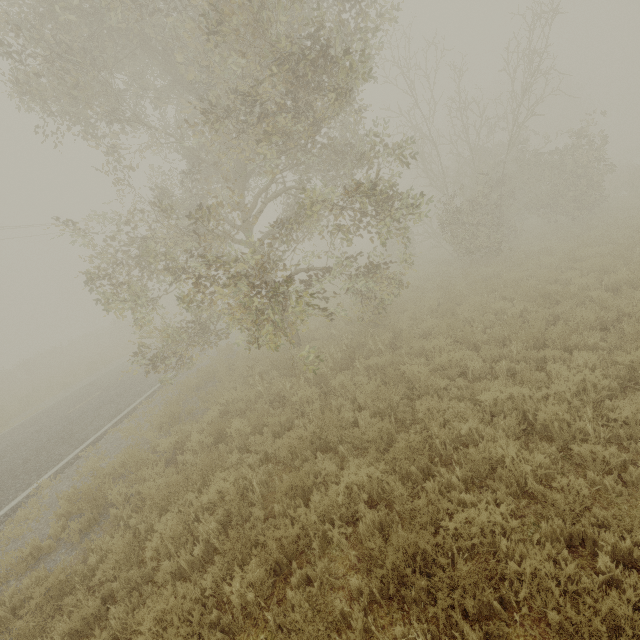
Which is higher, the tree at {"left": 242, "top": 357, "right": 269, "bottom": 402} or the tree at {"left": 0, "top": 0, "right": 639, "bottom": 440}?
the tree at {"left": 0, "top": 0, "right": 639, "bottom": 440}

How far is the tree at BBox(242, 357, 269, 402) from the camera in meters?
9.3

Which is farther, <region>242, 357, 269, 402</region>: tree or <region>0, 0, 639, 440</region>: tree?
<region>242, 357, 269, 402</region>: tree

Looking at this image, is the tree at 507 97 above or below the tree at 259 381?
above

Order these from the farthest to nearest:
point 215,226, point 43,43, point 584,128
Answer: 1. point 584,128
2. point 215,226
3. point 43,43

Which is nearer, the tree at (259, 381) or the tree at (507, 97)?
the tree at (507, 97)
